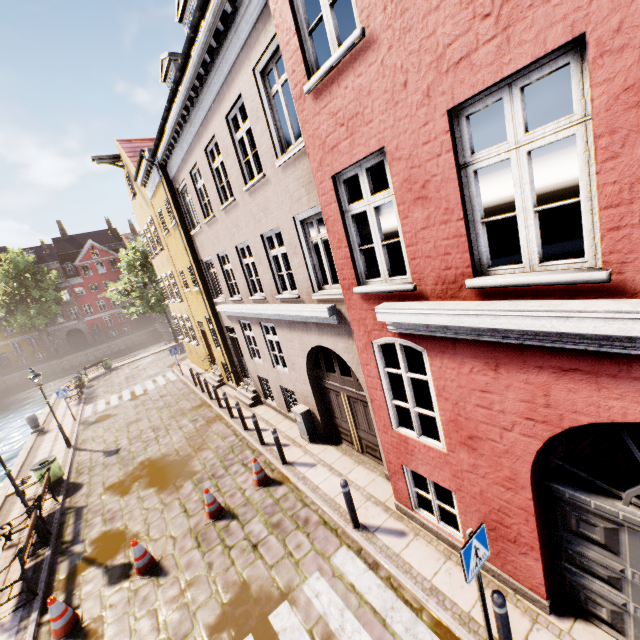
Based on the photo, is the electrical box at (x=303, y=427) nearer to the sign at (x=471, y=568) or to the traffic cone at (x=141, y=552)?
the traffic cone at (x=141, y=552)

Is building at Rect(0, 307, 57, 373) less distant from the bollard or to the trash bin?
the trash bin

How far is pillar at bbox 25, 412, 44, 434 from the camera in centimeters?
1706cm

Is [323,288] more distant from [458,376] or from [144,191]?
[144,191]

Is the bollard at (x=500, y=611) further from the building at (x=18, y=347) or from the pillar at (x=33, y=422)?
the building at (x=18, y=347)

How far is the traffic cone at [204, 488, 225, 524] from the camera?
7.9m

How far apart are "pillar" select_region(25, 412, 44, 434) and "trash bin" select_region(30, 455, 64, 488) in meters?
7.9

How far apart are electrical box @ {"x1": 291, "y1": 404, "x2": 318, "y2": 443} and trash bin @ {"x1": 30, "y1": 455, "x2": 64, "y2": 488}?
8.8m
